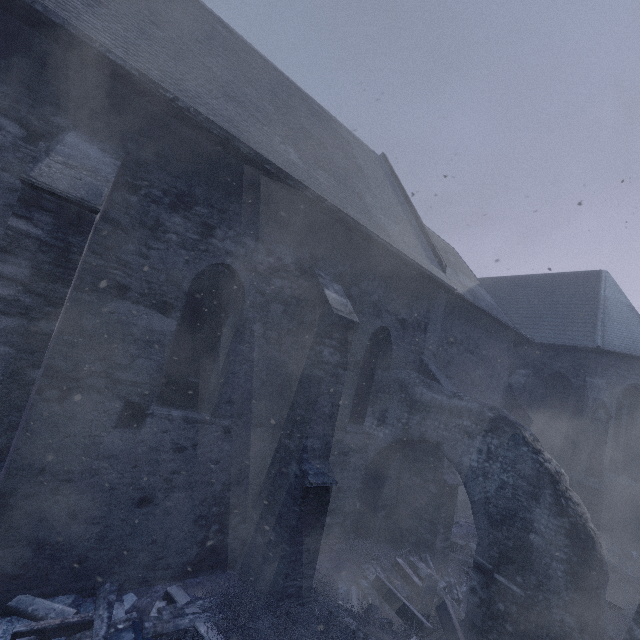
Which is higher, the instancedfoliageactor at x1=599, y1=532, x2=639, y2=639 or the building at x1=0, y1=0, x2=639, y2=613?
the building at x1=0, y1=0, x2=639, y2=613

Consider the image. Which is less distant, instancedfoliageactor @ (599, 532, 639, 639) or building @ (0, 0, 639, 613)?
building @ (0, 0, 639, 613)

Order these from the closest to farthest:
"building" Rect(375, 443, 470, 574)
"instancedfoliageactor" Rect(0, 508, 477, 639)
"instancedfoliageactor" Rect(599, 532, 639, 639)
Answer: "instancedfoliageactor" Rect(0, 508, 477, 639) → "instancedfoliageactor" Rect(599, 532, 639, 639) → "building" Rect(375, 443, 470, 574)

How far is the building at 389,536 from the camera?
7.58m

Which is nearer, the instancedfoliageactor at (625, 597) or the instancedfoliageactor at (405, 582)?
the instancedfoliageactor at (405, 582)

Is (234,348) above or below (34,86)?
below

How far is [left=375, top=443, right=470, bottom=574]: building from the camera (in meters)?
7.58
